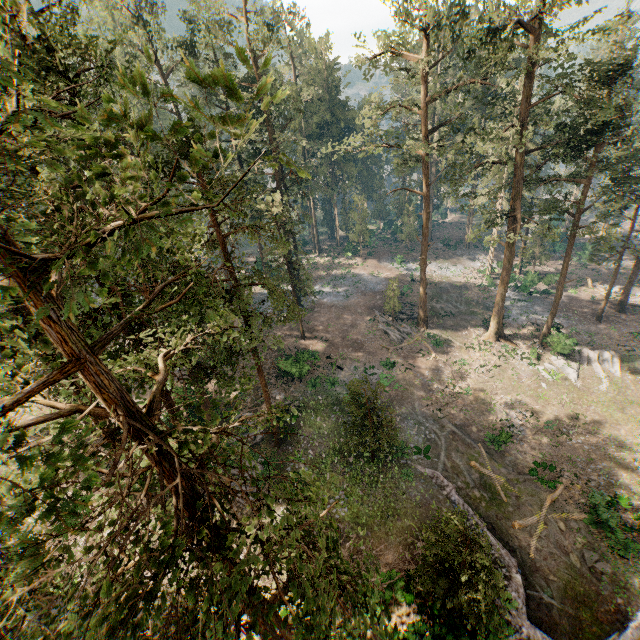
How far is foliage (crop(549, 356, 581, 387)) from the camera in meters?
30.3

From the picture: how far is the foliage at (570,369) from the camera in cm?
3028

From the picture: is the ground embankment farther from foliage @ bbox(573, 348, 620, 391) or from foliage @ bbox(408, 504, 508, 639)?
foliage @ bbox(573, 348, 620, 391)

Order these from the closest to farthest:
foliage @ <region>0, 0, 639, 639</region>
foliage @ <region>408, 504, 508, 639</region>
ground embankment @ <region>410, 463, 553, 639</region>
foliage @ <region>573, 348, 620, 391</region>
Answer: foliage @ <region>0, 0, 639, 639</region>, foliage @ <region>408, 504, 508, 639</region>, ground embankment @ <region>410, 463, 553, 639</region>, foliage @ <region>573, 348, 620, 391</region>

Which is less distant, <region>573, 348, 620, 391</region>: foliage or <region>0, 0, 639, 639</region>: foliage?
<region>0, 0, 639, 639</region>: foliage

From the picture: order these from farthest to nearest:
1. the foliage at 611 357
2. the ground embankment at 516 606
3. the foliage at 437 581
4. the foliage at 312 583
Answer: the foliage at 611 357 < the ground embankment at 516 606 < the foliage at 437 581 < the foliage at 312 583

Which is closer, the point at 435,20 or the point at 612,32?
the point at 435,20
